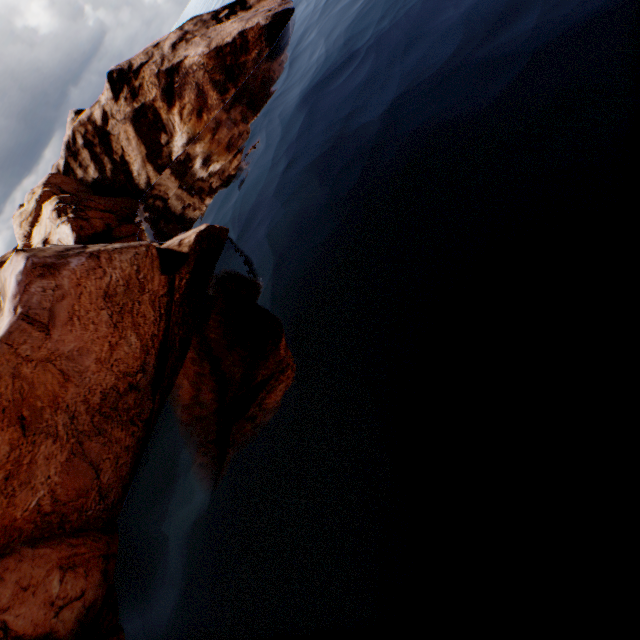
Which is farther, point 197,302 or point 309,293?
point 197,302
